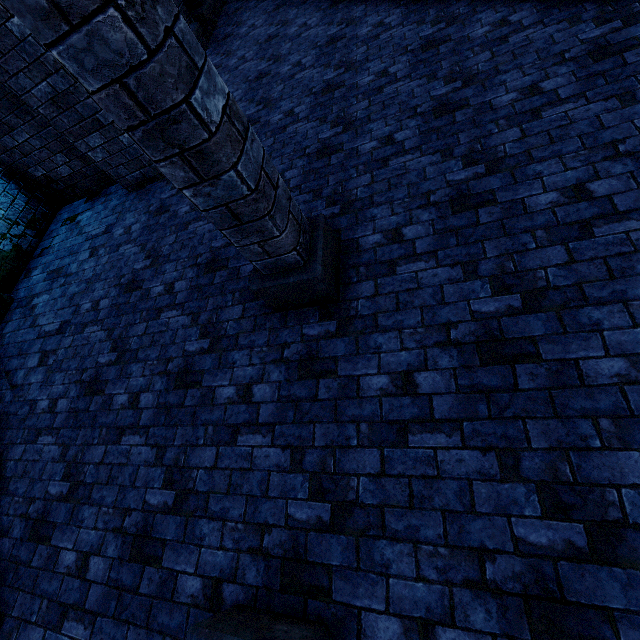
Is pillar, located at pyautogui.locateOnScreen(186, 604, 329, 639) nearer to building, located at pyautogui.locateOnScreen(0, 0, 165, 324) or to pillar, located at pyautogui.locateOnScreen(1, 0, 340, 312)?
building, located at pyautogui.locateOnScreen(0, 0, 165, 324)

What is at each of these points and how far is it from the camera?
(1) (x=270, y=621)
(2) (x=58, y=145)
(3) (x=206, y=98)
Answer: (1) pillar, 1.99m
(2) building, 5.93m
(3) pillar, 1.73m

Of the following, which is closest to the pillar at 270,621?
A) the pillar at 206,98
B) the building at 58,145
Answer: the building at 58,145

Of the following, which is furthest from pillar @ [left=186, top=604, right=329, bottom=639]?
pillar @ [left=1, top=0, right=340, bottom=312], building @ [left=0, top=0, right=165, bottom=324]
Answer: pillar @ [left=1, top=0, right=340, bottom=312]

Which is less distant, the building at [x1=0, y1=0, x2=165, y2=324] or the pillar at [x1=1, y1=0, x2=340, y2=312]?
the pillar at [x1=1, y1=0, x2=340, y2=312]

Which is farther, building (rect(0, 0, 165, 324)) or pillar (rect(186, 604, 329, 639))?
building (rect(0, 0, 165, 324))
